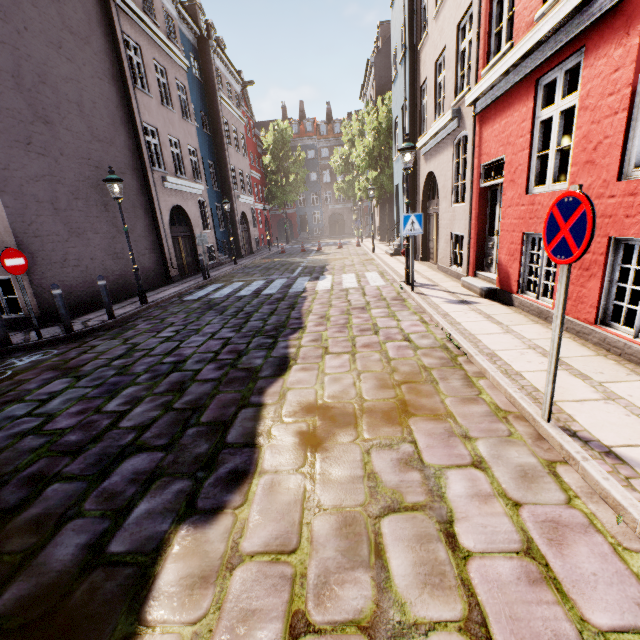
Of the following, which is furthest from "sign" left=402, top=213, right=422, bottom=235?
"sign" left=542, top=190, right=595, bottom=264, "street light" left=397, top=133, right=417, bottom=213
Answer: "sign" left=542, top=190, right=595, bottom=264

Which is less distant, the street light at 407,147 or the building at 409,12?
the building at 409,12

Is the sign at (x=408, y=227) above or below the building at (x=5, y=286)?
above

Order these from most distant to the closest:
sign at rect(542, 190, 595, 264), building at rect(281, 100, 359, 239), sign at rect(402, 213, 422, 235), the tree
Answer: building at rect(281, 100, 359, 239), the tree, sign at rect(402, 213, 422, 235), sign at rect(542, 190, 595, 264)

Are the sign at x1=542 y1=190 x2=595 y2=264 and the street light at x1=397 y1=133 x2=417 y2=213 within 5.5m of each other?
no

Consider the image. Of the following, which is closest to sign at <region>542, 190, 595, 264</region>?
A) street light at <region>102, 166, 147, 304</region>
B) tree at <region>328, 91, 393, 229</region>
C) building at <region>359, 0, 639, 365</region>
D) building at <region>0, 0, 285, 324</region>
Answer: building at <region>359, 0, 639, 365</region>

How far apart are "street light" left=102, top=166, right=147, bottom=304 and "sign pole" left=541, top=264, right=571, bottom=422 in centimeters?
1026cm

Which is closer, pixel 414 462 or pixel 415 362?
pixel 414 462
